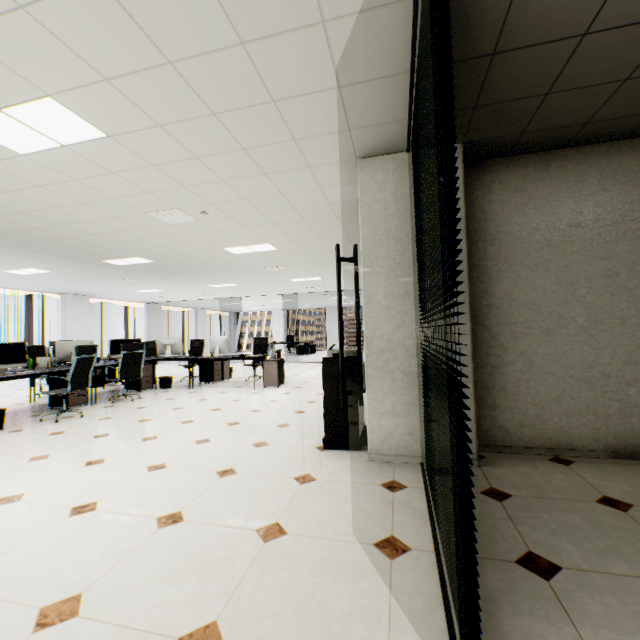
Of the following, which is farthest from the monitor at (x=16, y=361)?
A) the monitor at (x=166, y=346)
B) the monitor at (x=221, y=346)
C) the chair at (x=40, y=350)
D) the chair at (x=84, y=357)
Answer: the monitor at (x=221, y=346)

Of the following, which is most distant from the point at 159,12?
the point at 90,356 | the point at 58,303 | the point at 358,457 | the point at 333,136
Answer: the point at 58,303

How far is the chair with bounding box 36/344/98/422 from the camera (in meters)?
5.01

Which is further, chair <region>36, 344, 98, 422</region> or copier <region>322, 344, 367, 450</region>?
chair <region>36, 344, 98, 422</region>

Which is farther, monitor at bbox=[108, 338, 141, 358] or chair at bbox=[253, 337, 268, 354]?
chair at bbox=[253, 337, 268, 354]

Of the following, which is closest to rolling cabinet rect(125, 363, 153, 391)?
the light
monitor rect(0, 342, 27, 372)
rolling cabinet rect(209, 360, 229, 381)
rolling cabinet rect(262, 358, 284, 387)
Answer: rolling cabinet rect(209, 360, 229, 381)

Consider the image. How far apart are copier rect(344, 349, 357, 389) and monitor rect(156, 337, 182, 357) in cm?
546

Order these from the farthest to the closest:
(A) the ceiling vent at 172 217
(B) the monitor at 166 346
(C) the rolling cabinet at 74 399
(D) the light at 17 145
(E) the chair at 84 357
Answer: (B) the monitor at 166 346 < (C) the rolling cabinet at 74 399 < (E) the chair at 84 357 < (A) the ceiling vent at 172 217 < (D) the light at 17 145
